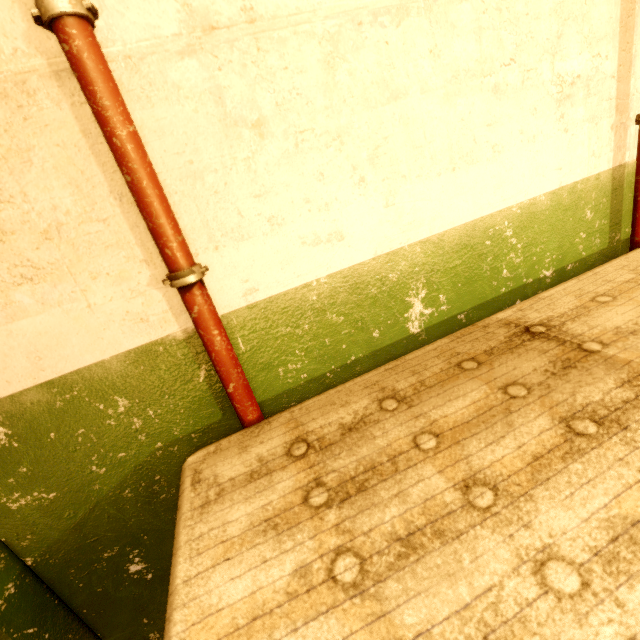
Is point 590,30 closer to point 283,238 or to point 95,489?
point 283,238
